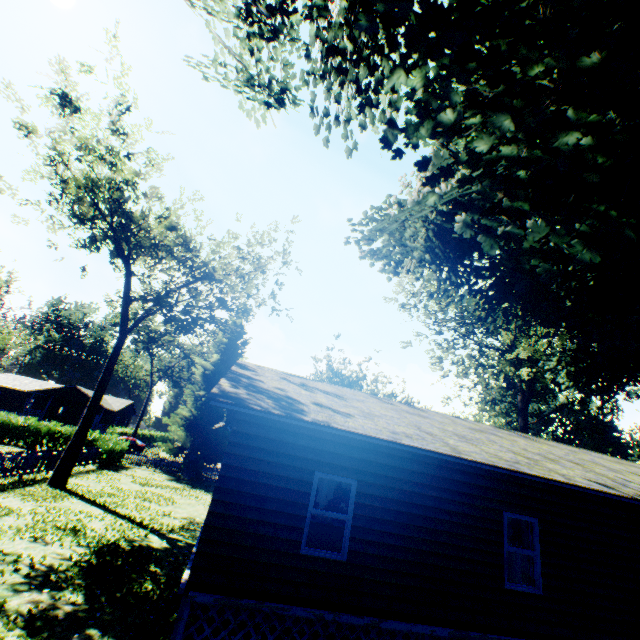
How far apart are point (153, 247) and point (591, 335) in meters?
26.1

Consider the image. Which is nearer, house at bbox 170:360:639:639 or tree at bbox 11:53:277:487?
house at bbox 170:360:639:639

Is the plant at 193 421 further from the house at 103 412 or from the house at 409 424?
the house at 103 412

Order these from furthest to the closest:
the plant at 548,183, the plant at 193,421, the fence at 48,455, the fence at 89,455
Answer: the plant at 193,421, the fence at 89,455, the fence at 48,455, the plant at 548,183

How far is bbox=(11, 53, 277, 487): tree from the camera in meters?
16.1

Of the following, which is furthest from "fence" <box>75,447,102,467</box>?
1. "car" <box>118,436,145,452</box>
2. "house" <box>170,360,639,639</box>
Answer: "car" <box>118,436,145,452</box>

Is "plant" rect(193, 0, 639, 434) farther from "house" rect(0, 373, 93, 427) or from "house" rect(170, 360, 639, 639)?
"house" rect(0, 373, 93, 427)
